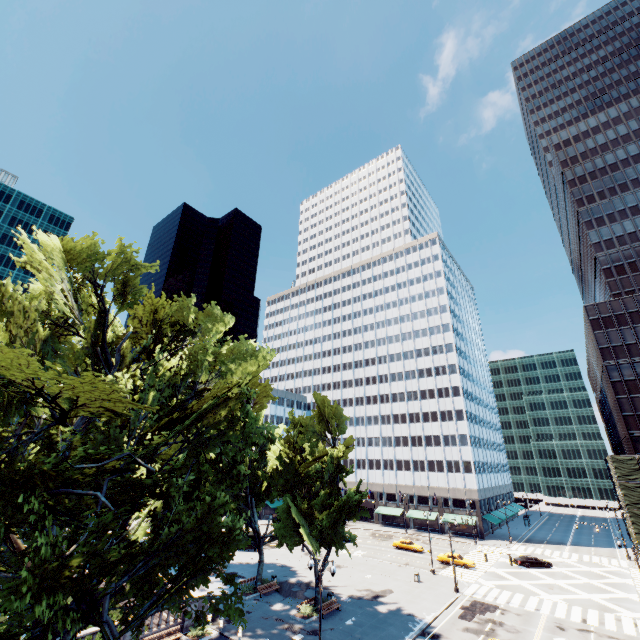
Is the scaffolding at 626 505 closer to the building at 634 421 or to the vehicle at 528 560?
the building at 634 421

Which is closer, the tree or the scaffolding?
the tree

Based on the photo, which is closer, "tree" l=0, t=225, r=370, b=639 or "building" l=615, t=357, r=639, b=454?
"tree" l=0, t=225, r=370, b=639

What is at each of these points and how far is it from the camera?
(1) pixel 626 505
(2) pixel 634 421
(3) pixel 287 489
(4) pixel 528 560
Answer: (1) scaffolding, 52.2m
(2) building, 57.5m
(3) tree, 33.7m
(4) vehicle, 47.4m

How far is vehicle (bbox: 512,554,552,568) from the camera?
47.1 meters

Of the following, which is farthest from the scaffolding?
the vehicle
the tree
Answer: the tree

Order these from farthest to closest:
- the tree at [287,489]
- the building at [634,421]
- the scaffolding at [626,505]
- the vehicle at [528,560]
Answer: the building at [634,421], the scaffolding at [626,505], the vehicle at [528,560], the tree at [287,489]

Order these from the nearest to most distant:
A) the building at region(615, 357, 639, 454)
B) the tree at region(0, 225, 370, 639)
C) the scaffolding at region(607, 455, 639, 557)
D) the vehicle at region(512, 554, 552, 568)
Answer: the tree at region(0, 225, 370, 639) → the vehicle at region(512, 554, 552, 568) → the scaffolding at region(607, 455, 639, 557) → the building at region(615, 357, 639, 454)
